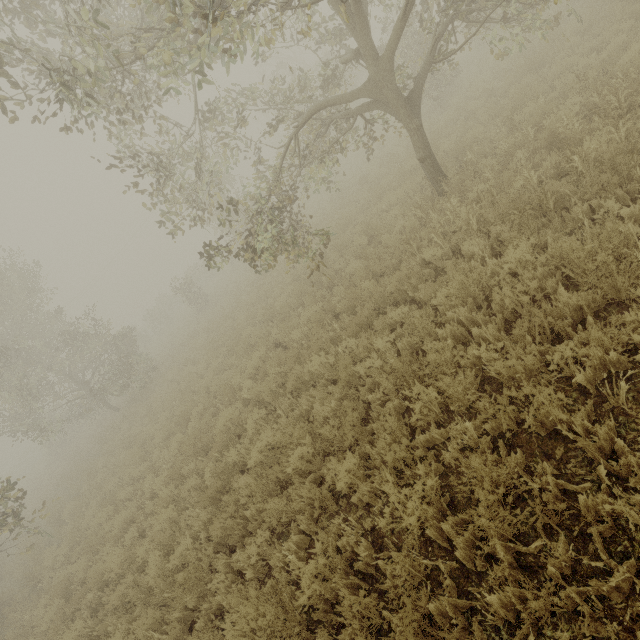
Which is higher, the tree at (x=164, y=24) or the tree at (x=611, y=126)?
the tree at (x=164, y=24)

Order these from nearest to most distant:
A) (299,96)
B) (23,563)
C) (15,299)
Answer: (299,96), (23,563), (15,299)

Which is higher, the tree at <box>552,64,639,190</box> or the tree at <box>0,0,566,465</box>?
the tree at <box>0,0,566,465</box>
